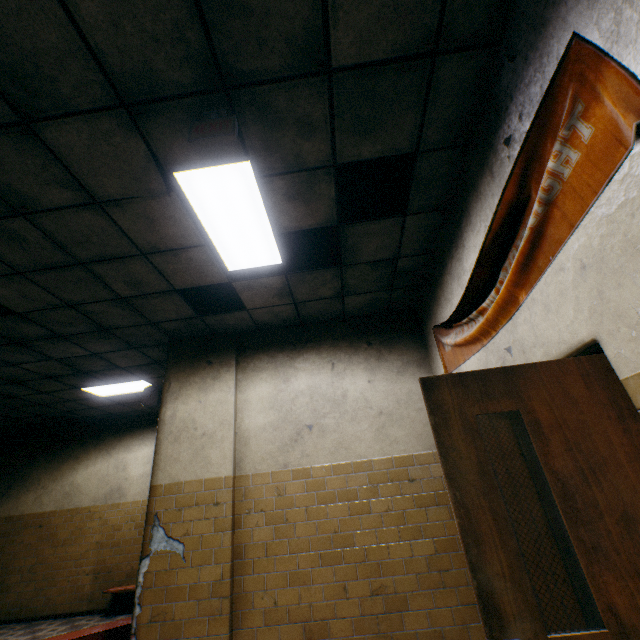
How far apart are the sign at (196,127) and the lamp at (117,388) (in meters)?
5.52

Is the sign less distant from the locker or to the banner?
the banner

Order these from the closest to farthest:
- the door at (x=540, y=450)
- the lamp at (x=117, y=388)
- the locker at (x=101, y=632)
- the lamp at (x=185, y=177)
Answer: the door at (x=540, y=450)
the lamp at (x=185, y=177)
the locker at (x=101, y=632)
the lamp at (x=117, y=388)

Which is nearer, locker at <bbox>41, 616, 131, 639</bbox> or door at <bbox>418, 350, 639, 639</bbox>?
door at <bbox>418, 350, 639, 639</bbox>

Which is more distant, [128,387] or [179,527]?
[128,387]

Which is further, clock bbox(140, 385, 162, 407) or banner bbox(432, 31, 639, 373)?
clock bbox(140, 385, 162, 407)

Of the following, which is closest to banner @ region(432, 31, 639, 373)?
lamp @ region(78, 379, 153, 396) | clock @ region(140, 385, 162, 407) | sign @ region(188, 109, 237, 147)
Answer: sign @ region(188, 109, 237, 147)

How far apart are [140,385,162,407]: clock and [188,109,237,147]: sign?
3.82m
